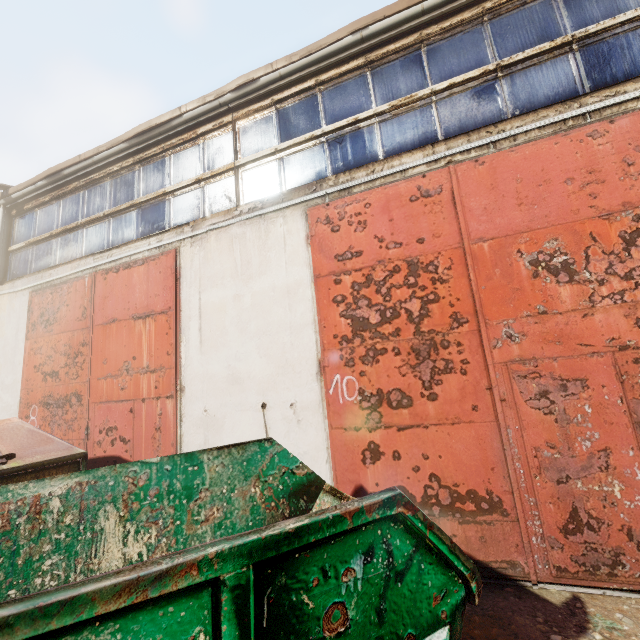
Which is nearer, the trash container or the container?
the container

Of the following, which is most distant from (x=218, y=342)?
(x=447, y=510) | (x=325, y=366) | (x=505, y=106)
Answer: (x=505, y=106)

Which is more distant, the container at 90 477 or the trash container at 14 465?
the trash container at 14 465
